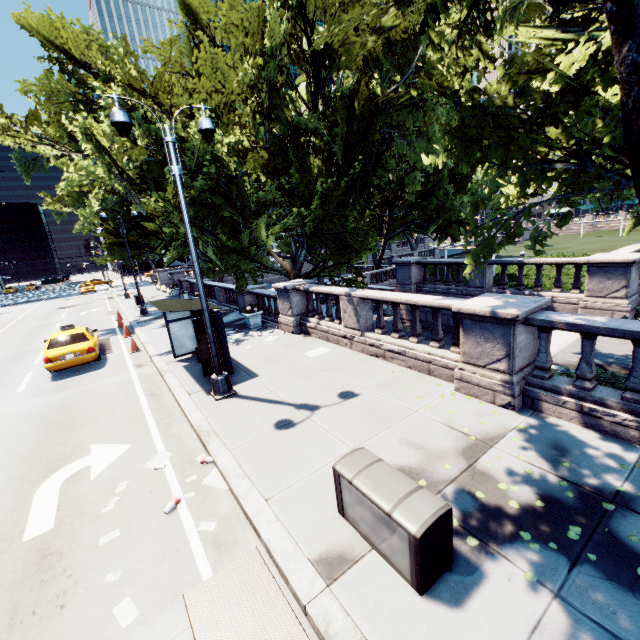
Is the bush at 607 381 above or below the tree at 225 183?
below

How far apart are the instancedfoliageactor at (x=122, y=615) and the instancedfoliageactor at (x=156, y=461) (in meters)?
2.63

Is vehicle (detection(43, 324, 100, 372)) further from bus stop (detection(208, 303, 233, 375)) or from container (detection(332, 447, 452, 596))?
container (detection(332, 447, 452, 596))

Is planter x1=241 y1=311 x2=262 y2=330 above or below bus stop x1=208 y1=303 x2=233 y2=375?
below

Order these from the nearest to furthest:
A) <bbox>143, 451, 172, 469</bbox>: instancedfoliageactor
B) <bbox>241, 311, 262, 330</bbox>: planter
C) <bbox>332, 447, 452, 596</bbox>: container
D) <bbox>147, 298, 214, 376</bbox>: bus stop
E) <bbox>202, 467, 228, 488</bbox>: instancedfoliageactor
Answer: <bbox>332, 447, 452, 596</bbox>: container
<bbox>202, 467, 228, 488</bbox>: instancedfoliageactor
<bbox>143, 451, 172, 469</bbox>: instancedfoliageactor
<bbox>147, 298, 214, 376</bbox>: bus stop
<bbox>241, 311, 262, 330</bbox>: planter

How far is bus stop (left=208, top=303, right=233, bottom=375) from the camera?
10.09m

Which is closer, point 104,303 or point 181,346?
point 181,346

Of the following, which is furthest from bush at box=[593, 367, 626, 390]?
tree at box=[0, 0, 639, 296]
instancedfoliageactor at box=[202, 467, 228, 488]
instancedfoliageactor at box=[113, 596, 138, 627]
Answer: instancedfoliageactor at box=[113, 596, 138, 627]
